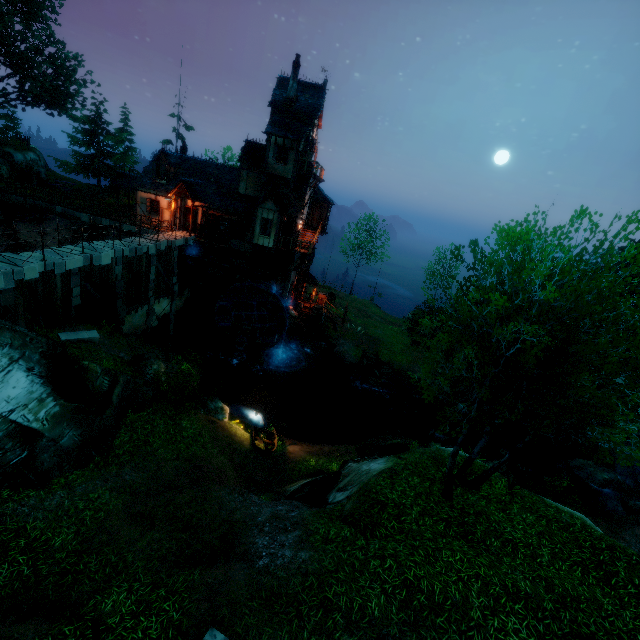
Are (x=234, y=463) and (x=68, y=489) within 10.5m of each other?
yes

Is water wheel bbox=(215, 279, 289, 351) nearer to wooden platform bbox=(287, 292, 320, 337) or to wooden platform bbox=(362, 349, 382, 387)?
wooden platform bbox=(287, 292, 320, 337)

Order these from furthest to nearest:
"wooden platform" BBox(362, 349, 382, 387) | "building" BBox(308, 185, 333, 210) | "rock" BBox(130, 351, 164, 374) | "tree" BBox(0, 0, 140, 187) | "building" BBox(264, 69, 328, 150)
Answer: "tree" BBox(0, 0, 140, 187) → "building" BBox(308, 185, 333, 210) → "wooden platform" BBox(362, 349, 382, 387) → "building" BBox(264, 69, 328, 150) → "rock" BBox(130, 351, 164, 374)

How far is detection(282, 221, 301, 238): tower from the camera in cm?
2791

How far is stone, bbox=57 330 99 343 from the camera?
15.70m

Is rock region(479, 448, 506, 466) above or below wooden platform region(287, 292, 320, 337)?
below

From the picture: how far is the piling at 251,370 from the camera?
26.9m

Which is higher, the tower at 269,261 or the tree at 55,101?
the tree at 55,101
